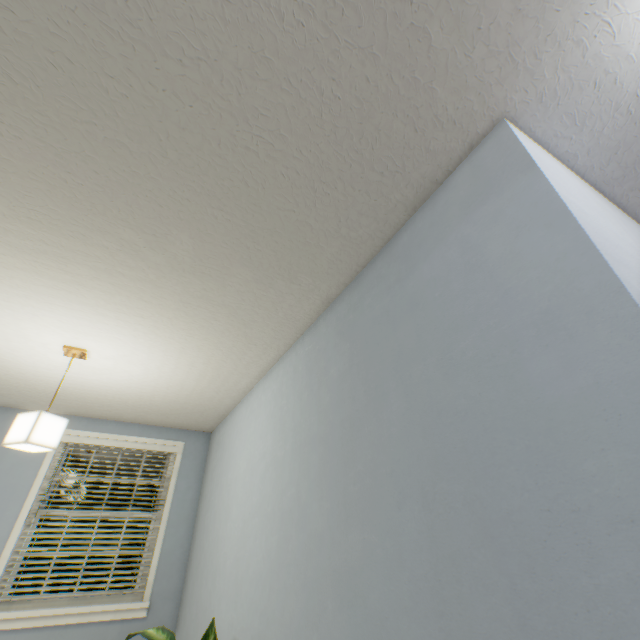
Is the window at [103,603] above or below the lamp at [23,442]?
below

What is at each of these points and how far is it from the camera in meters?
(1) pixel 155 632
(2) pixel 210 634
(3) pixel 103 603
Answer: (1) plant, 1.7 m
(2) plant, 1.6 m
(3) window, 3.0 m

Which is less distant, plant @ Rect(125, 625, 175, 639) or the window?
plant @ Rect(125, 625, 175, 639)

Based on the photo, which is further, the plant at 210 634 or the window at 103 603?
the window at 103 603

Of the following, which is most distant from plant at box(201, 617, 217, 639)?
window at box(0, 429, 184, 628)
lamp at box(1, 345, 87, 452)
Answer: window at box(0, 429, 184, 628)

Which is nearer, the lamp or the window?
the lamp

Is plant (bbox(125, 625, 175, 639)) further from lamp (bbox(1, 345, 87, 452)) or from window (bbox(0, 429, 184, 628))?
window (bbox(0, 429, 184, 628))
